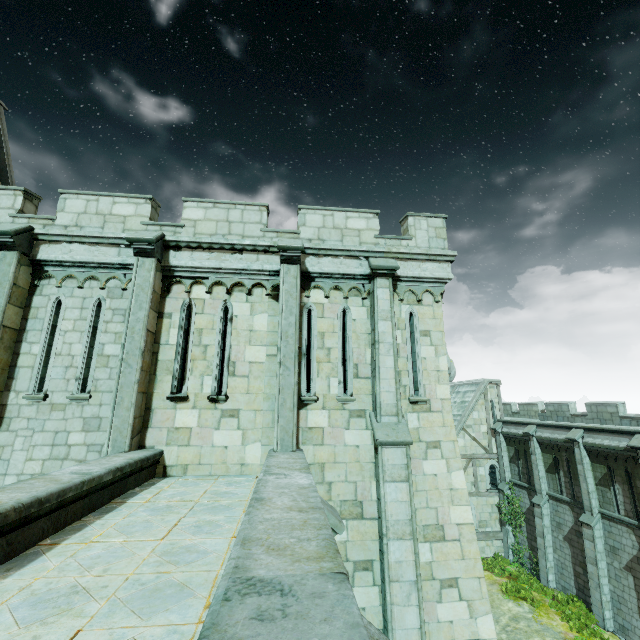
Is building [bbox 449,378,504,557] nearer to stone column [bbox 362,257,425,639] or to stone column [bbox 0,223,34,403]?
stone column [bbox 362,257,425,639]

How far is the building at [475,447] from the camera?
24.8 meters

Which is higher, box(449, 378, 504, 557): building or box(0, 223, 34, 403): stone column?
box(0, 223, 34, 403): stone column

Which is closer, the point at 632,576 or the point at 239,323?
the point at 239,323

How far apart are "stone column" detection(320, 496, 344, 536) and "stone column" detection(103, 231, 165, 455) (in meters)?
3.86

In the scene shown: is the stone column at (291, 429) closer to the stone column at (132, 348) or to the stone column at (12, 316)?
the stone column at (132, 348)

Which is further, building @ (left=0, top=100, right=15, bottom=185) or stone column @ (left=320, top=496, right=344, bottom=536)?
building @ (left=0, top=100, right=15, bottom=185)

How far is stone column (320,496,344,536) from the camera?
4.7 meters
